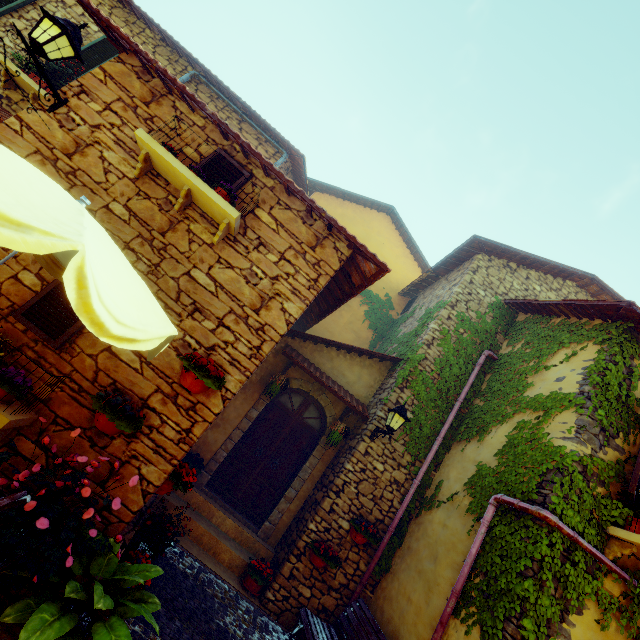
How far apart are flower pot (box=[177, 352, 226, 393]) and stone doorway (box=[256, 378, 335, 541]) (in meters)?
3.64

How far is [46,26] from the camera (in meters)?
3.46

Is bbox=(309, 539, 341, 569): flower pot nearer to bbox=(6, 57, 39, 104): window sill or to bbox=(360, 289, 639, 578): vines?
bbox=(360, 289, 639, 578): vines

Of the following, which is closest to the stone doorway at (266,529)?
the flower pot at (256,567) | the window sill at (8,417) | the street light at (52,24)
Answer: the flower pot at (256,567)

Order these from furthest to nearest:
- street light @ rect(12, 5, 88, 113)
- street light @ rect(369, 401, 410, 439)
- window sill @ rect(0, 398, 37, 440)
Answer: street light @ rect(369, 401, 410, 439), street light @ rect(12, 5, 88, 113), window sill @ rect(0, 398, 37, 440)

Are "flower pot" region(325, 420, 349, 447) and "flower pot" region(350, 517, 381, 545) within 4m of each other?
yes

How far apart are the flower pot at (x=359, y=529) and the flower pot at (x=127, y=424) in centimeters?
443cm

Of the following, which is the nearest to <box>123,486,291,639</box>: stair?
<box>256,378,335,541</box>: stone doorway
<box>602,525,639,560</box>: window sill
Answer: <box>256,378,335,541</box>: stone doorway
